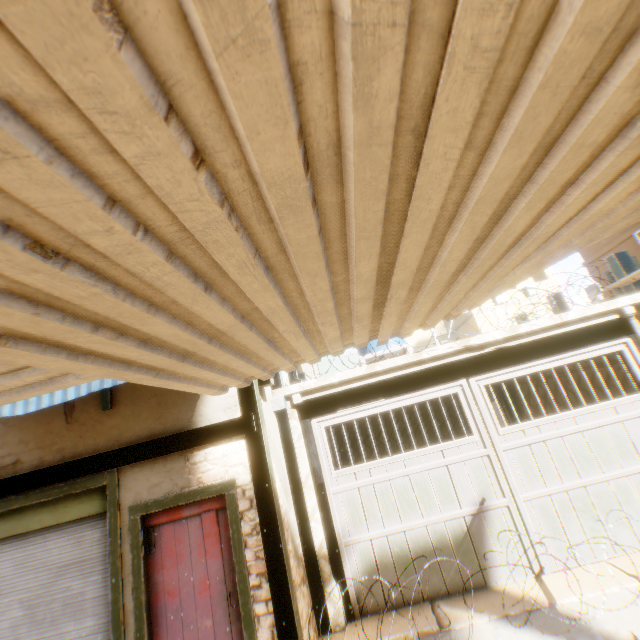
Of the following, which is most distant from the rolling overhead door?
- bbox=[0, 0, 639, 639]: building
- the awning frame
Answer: the awning frame

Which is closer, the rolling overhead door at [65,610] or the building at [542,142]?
the building at [542,142]

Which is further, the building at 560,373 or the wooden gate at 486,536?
the building at 560,373

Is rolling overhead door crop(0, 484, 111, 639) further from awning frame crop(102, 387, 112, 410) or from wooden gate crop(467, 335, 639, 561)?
awning frame crop(102, 387, 112, 410)

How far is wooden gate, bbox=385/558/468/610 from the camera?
4.9m

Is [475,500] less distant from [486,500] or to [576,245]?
[486,500]

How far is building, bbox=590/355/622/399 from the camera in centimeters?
636cm

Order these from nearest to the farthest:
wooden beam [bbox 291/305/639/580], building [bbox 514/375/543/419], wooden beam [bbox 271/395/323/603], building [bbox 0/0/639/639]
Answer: Result: building [bbox 0/0/639/639], wooden beam [bbox 271/395/323/603], wooden beam [bbox 291/305/639/580], building [bbox 514/375/543/419]
